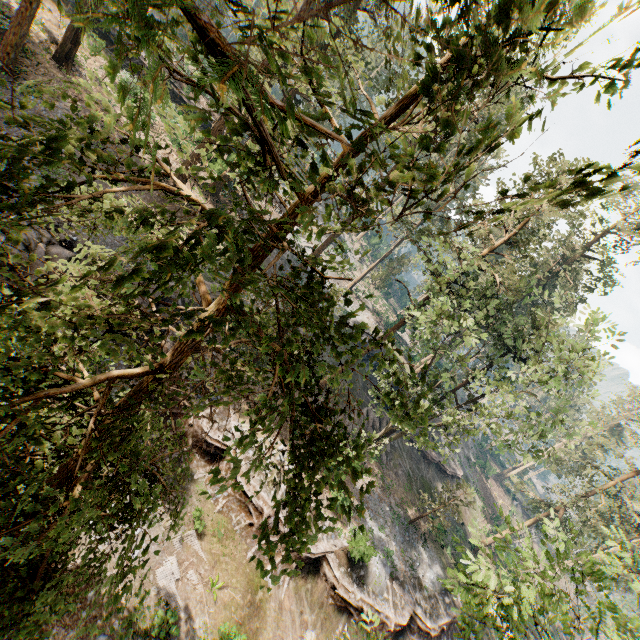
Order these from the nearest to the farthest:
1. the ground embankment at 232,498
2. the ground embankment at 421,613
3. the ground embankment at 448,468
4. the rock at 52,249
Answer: the rock at 52,249, the ground embankment at 232,498, the ground embankment at 421,613, the ground embankment at 448,468

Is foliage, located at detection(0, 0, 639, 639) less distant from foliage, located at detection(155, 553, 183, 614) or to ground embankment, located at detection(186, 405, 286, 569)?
ground embankment, located at detection(186, 405, 286, 569)

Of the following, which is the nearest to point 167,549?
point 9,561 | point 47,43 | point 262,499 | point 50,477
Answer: point 262,499

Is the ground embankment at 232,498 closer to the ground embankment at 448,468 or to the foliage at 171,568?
the foliage at 171,568

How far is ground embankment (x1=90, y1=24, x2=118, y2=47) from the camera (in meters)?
24.35

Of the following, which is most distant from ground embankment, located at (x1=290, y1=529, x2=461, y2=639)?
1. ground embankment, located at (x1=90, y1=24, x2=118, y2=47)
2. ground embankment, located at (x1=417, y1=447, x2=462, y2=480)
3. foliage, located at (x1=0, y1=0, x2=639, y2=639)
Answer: ground embankment, located at (x1=90, y1=24, x2=118, y2=47)

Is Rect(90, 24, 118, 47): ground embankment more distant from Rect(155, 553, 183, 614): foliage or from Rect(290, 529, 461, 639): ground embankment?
Rect(155, 553, 183, 614): foliage

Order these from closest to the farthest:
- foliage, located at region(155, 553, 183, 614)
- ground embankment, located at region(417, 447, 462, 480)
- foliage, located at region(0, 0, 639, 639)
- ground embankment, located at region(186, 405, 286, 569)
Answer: foliage, located at region(0, 0, 639, 639) < foliage, located at region(155, 553, 183, 614) < ground embankment, located at region(186, 405, 286, 569) < ground embankment, located at region(417, 447, 462, 480)
